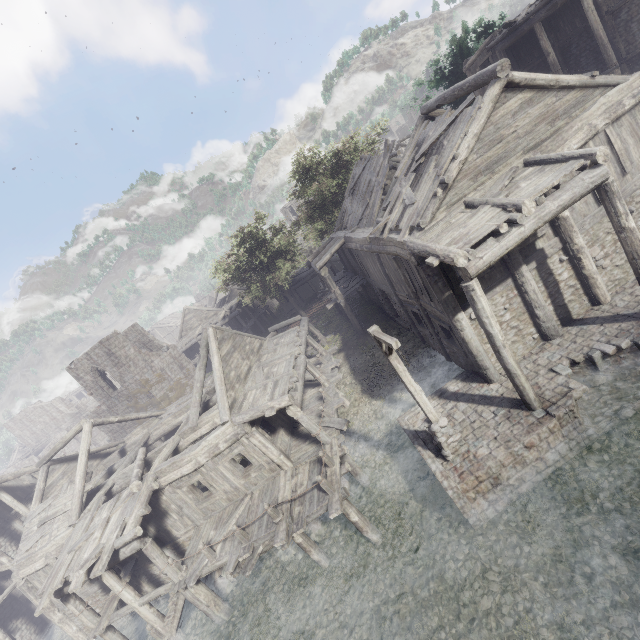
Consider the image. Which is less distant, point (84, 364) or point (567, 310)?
point (567, 310)

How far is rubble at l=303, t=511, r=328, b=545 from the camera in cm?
1251

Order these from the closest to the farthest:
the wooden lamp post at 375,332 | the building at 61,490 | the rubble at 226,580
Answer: the wooden lamp post at 375,332 → the building at 61,490 → the rubble at 226,580

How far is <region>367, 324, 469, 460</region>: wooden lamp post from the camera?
8.56m

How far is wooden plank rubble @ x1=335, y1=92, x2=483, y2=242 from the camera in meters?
10.1

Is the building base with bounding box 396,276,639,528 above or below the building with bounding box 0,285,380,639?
below

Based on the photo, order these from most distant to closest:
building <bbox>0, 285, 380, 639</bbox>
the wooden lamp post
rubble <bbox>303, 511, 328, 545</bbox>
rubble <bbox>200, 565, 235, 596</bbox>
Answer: rubble <bbox>200, 565, 235, 596</bbox>, rubble <bbox>303, 511, 328, 545</bbox>, building <bbox>0, 285, 380, 639</bbox>, the wooden lamp post

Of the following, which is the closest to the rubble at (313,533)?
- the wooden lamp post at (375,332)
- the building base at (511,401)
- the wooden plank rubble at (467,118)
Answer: the building base at (511,401)
